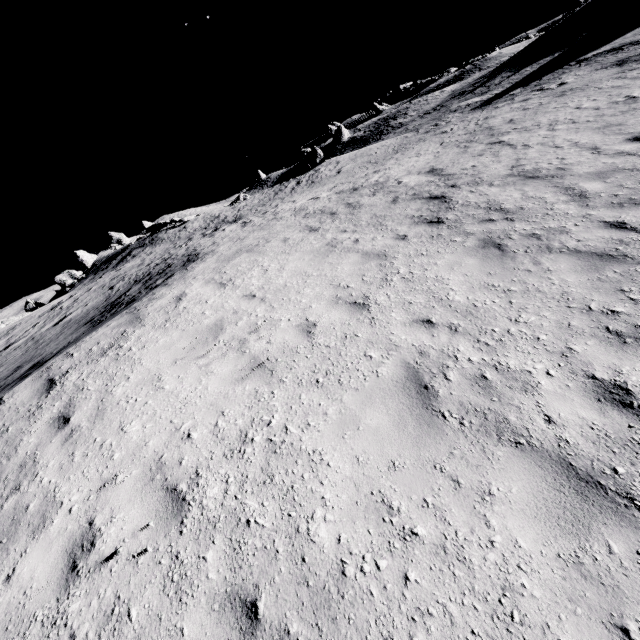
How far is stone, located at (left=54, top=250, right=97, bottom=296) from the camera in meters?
39.7

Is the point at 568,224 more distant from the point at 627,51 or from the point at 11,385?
the point at 627,51

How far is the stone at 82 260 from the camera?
39.7 meters
